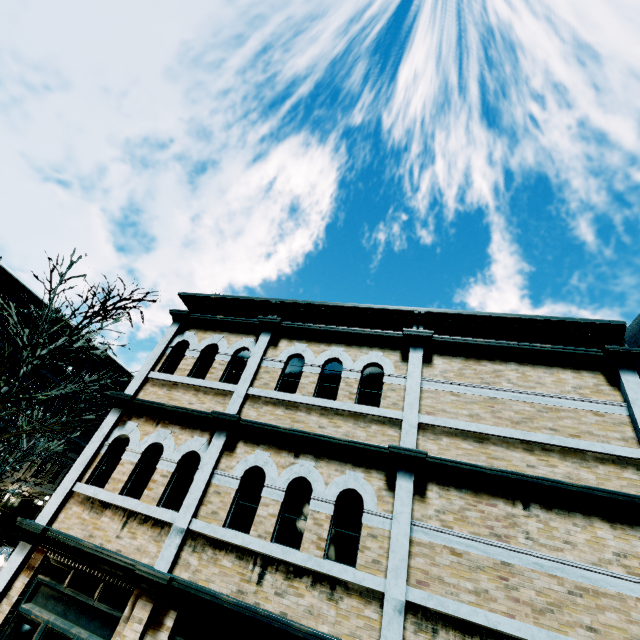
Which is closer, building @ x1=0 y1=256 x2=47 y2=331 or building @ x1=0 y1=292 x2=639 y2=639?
building @ x1=0 y1=292 x2=639 y2=639

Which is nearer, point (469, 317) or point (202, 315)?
point (469, 317)

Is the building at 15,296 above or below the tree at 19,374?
above

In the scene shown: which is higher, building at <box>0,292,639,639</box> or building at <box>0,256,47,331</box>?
building at <box>0,256,47,331</box>

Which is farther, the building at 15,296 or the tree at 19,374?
the building at 15,296

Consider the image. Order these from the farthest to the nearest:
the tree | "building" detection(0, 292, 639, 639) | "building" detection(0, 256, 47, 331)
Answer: "building" detection(0, 256, 47, 331) → the tree → "building" detection(0, 292, 639, 639)

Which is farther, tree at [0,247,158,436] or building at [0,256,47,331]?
building at [0,256,47,331]
